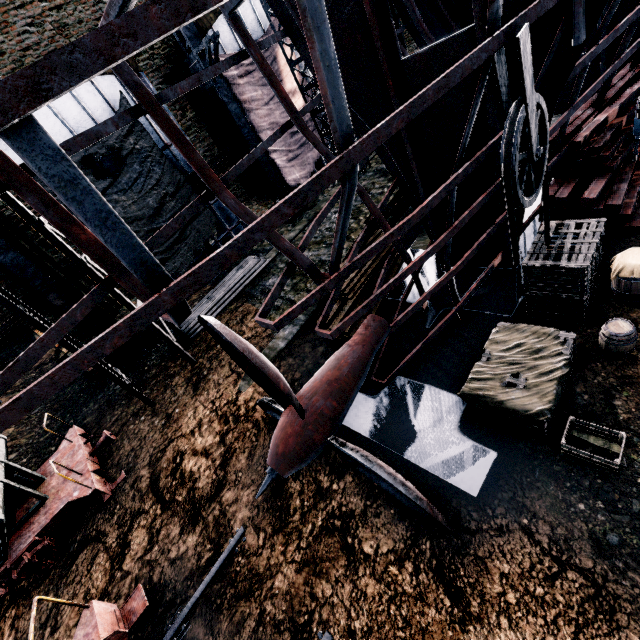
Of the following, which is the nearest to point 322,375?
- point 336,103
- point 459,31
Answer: point 336,103

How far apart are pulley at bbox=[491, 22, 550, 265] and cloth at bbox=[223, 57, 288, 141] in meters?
16.2 m

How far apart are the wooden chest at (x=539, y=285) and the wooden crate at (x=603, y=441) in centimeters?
292cm

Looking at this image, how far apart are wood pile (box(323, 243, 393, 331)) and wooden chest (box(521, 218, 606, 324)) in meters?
4.5

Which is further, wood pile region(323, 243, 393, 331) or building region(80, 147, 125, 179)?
building region(80, 147, 125, 179)

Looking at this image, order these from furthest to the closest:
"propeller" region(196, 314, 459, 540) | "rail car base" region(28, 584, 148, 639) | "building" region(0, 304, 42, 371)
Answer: → "building" region(0, 304, 42, 371) → "rail car base" region(28, 584, 148, 639) → "propeller" region(196, 314, 459, 540)

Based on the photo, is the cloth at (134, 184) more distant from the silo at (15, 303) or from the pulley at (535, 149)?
the pulley at (535, 149)

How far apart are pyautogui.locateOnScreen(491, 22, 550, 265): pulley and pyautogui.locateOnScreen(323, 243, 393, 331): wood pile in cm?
531
